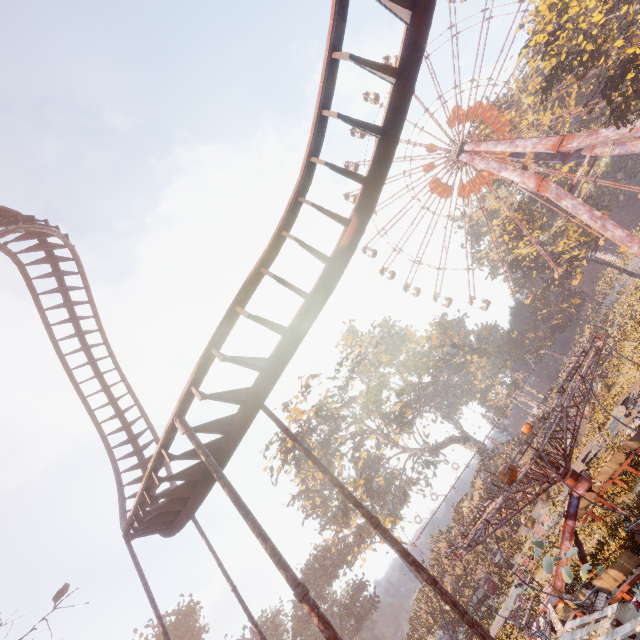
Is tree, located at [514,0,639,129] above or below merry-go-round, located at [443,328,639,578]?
above

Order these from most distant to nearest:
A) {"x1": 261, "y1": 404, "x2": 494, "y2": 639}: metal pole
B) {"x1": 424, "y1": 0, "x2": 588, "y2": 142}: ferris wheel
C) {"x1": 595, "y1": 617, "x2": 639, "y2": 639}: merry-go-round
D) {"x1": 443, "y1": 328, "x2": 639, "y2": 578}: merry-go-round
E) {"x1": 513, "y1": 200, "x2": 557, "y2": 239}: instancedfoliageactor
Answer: {"x1": 513, "y1": 200, "x2": 557, "y2": 239}: instancedfoliageactor, {"x1": 424, "y1": 0, "x2": 588, "y2": 142}: ferris wheel, {"x1": 443, "y1": 328, "x2": 639, "y2": 578}: merry-go-round, {"x1": 595, "y1": 617, "x2": 639, "y2": 639}: merry-go-round, {"x1": 261, "y1": 404, "x2": 494, "y2": 639}: metal pole

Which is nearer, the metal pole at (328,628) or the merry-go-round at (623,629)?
the metal pole at (328,628)

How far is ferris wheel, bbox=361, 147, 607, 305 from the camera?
41.3m

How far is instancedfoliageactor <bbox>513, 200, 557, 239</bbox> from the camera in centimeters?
4902cm

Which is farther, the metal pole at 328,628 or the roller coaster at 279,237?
the roller coaster at 279,237

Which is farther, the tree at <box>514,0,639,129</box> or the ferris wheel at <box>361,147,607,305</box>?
the ferris wheel at <box>361,147,607,305</box>

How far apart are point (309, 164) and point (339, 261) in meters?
1.9 m
